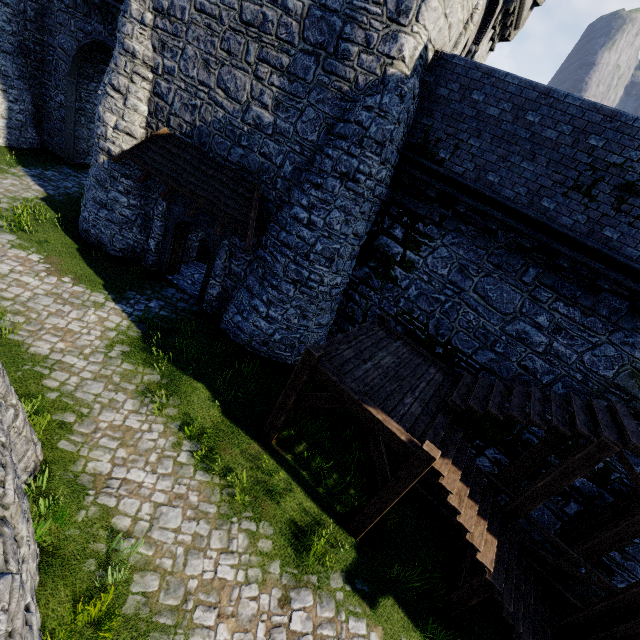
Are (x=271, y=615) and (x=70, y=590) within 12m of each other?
yes

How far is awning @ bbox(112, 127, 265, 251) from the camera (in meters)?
10.13

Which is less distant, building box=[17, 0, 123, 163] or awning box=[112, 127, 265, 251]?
awning box=[112, 127, 265, 251]

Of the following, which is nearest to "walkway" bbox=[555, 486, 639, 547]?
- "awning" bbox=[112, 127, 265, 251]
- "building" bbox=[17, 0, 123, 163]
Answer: "building" bbox=[17, 0, 123, 163]

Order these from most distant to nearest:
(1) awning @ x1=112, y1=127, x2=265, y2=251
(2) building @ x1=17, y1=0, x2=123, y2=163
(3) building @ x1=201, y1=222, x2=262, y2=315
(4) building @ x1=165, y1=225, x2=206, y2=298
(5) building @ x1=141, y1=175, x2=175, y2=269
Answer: (2) building @ x1=17, y1=0, x2=123, y2=163
(4) building @ x1=165, y1=225, x2=206, y2=298
(5) building @ x1=141, y1=175, x2=175, y2=269
(3) building @ x1=201, y1=222, x2=262, y2=315
(1) awning @ x1=112, y1=127, x2=265, y2=251

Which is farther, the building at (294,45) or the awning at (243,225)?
the awning at (243,225)

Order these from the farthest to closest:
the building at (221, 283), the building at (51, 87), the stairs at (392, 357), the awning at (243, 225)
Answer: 1. the building at (51, 87)
2. the building at (221, 283)
3. the awning at (243, 225)
4. the stairs at (392, 357)

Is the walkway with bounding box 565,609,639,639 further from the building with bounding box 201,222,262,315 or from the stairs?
the building with bounding box 201,222,262,315
